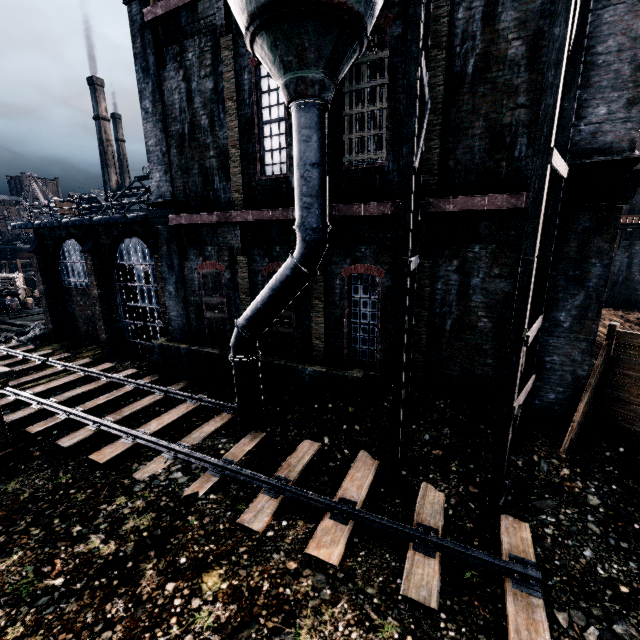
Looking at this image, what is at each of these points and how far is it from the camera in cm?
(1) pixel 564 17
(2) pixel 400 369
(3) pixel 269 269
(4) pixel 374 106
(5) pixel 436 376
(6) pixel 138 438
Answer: (1) silo, 545
(2) silo, 784
(3) building, 1309
(4) building, 995
(5) building, 1112
(6) railway, 1107

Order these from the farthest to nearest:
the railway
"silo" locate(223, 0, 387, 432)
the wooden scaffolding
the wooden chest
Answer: the wooden chest
the wooden scaffolding
"silo" locate(223, 0, 387, 432)
the railway

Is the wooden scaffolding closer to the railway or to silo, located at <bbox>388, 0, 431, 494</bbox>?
the railway

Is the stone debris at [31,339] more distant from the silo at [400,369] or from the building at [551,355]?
the silo at [400,369]

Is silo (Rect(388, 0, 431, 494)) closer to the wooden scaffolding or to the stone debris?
the wooden scaffolding

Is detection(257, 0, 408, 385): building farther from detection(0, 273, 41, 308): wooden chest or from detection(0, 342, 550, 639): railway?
detection(0, 273, 41, 308): wooden chest

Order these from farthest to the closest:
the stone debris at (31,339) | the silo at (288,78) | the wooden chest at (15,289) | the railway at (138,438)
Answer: the wooden chest at (15,289) → the stone debris at (31,339) → the silo at (288,78) → the railway at (138,438)

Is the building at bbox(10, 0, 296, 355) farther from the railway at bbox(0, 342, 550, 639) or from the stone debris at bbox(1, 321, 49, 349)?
the railway at bbox(0, 342, 550, 639)
